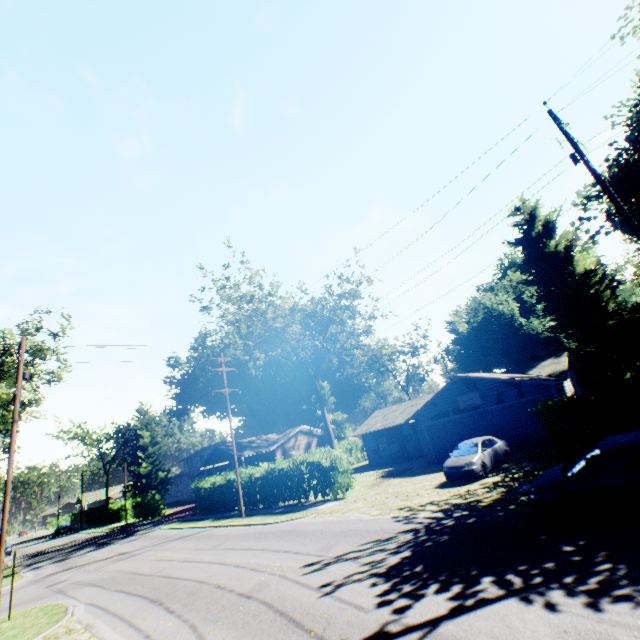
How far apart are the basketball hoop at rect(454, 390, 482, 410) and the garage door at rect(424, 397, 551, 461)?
0.5 meters

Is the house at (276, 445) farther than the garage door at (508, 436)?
Yes

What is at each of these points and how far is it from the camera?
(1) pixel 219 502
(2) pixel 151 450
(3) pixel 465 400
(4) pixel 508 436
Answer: (1) hedge, 28.33m
(2) plant, 56.59m
(3) basketball hoop, 23.77m
(4) garage door, 21.97m

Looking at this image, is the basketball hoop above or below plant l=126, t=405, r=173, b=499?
below

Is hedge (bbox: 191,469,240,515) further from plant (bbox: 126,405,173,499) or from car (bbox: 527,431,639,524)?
plant (bbox: 126,405,173,499)

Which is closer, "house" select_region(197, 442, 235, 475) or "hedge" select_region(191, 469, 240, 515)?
"hedge" select_region(191, 469, 240, 515)

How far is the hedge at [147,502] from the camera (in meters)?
39.45

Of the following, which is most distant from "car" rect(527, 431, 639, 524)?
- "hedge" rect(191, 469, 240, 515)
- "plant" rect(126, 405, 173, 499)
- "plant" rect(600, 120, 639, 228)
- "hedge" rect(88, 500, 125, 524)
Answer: "hedge" rect(88, 500, 125, 524)
